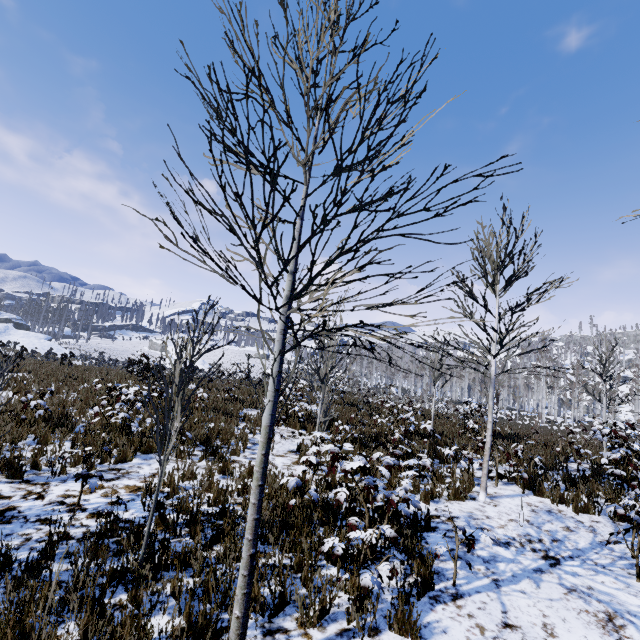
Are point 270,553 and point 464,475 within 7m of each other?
yes
